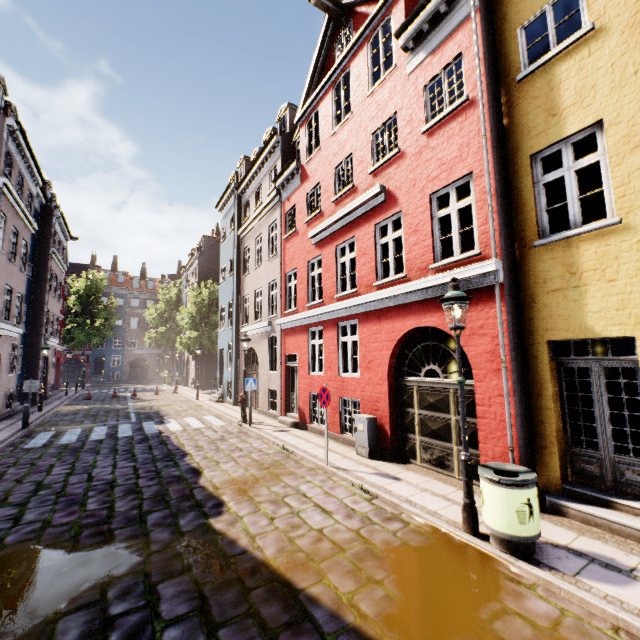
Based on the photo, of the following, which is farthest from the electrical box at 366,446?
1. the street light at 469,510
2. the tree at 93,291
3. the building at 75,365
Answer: the tree at 93,291

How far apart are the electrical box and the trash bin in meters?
3.9 m

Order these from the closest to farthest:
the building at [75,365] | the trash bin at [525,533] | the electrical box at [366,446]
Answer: the trash bin at [525,533] → the electrical box at [366,446] → the building at [75,365]

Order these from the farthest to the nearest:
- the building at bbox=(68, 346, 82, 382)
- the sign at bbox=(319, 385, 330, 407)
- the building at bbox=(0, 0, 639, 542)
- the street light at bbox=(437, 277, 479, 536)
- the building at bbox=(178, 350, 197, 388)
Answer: the building at bbox=(68, 346, 82, 382), the building at bbox=(178, 350, 197, 388), the sign at bbox=(319, 385, 330, 407), the building at bbox=(0, 0, 639, 542), the street light at bbox=(437, 277, 479, 536)

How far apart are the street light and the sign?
3.5 meters

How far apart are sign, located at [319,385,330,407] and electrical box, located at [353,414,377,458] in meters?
1.2 m

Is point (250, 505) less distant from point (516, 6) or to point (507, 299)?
point (507, 299)

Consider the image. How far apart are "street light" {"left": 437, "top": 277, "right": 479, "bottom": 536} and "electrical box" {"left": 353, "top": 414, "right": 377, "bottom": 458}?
3.7 meters
